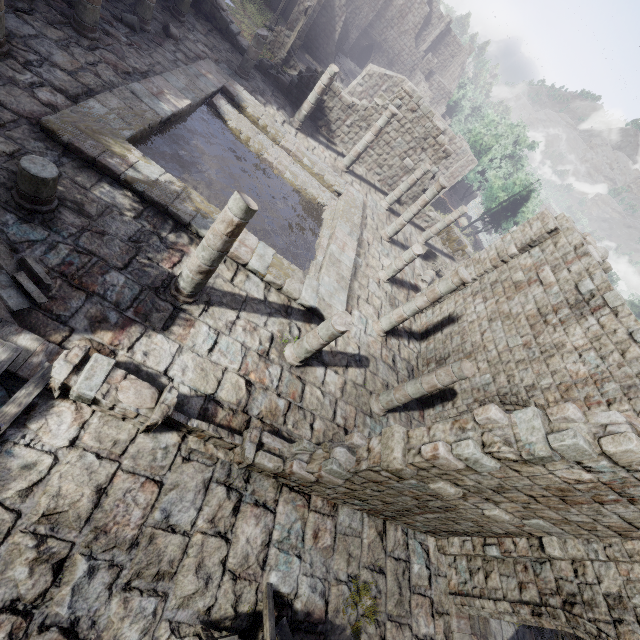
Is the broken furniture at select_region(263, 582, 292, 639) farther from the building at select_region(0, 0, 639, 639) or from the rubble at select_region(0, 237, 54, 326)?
the rubble at select_region(0, 237, 54, 326)

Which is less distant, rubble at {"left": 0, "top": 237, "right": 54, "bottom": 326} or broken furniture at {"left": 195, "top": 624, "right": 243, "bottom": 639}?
broken furniture at {"left": 195, "top": 624, "right": 243, "bottom": 639}

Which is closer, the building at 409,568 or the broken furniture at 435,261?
the building at 409,568

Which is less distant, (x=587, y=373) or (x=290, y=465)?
(x=290, y=465)

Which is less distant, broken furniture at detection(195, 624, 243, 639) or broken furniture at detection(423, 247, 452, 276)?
broken furniture at detection(195, 624, 243, 639)

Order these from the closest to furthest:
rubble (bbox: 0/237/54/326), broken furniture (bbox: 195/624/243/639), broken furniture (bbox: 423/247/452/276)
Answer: broken furniture (bbox: 195/624/243/639)
rubble (bbox: 0/237/54/326)
broken furniture (bbox: 423/247/452/276)

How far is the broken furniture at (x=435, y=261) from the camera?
19.80m

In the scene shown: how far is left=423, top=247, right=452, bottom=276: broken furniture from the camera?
19.80m
